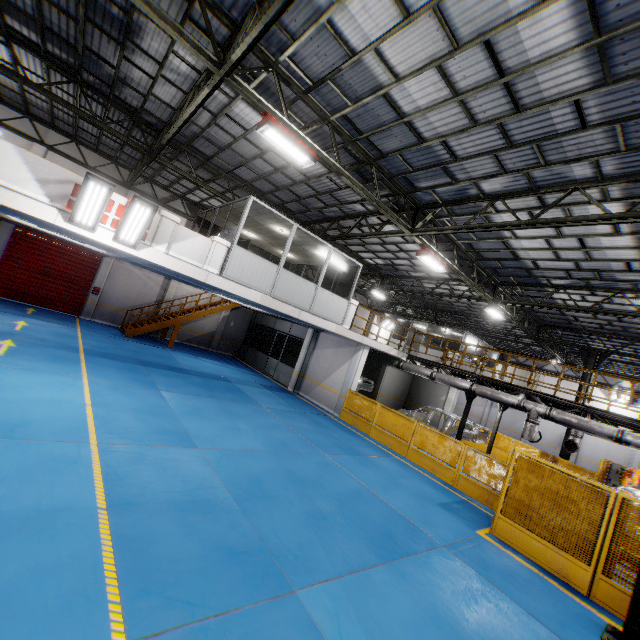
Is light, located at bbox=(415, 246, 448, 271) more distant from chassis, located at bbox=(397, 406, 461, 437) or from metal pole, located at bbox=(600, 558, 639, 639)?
chassis, located at bbox=(397, 406, 461, 437)

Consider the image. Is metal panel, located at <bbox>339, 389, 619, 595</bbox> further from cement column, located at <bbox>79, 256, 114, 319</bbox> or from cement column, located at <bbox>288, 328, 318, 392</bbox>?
cement column, located at <bbox>79, 256, 114, 319</bbox>

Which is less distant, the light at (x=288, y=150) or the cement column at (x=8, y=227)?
the light at (x=288, y=150)

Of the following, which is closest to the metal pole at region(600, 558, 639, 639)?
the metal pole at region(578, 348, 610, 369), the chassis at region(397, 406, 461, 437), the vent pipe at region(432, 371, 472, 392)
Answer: the vent pipe at region(432, 371, 472, 392)

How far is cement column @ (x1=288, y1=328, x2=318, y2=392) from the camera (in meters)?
18.42

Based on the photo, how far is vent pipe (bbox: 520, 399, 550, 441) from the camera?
12.28m

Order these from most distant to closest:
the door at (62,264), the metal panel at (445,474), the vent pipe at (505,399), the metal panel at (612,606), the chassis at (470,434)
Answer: the door at (62,264), the chassis at (470,434), the vent pipe at (505,399), the metal panel at (445,474), the metal panel at (612,606)

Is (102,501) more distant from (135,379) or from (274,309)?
(274,309)
